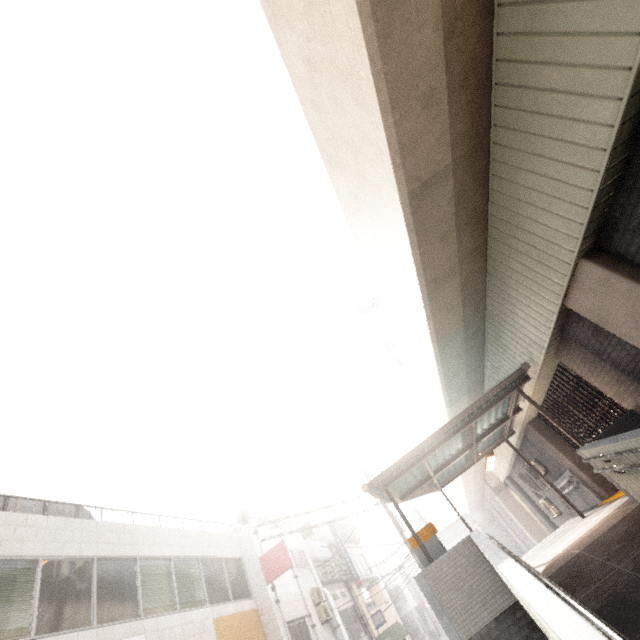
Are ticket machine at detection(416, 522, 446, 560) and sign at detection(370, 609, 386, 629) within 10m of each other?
no

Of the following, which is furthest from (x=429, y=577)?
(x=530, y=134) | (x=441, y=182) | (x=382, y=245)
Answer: (x=530, y=134)

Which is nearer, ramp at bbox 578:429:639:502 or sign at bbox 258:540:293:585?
ramp at bbox 578:429:639:502

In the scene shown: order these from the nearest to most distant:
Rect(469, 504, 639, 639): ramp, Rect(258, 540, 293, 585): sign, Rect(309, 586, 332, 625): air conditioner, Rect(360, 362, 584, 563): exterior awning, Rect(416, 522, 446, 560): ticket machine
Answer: Rect(469, 504, 639, 639): ramp → Rect(416, 522, 446, 560): ticket machine → Rect(360, 362, 584, 563): exterior awning → Rect(258, 540, 293, 585): sign → Rect(309, 586, 332, 625): air conditioner

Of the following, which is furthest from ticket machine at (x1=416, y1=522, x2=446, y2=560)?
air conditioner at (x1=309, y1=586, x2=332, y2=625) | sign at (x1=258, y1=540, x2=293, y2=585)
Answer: air conditioner at (x1=309, y1=586, x2=332, y2=625)

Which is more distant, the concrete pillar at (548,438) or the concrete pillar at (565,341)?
the concrete pillar at (548,438)

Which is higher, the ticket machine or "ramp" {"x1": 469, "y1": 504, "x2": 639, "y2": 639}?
the ticket machine

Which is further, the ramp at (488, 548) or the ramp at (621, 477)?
the ramp at (621, 477)
